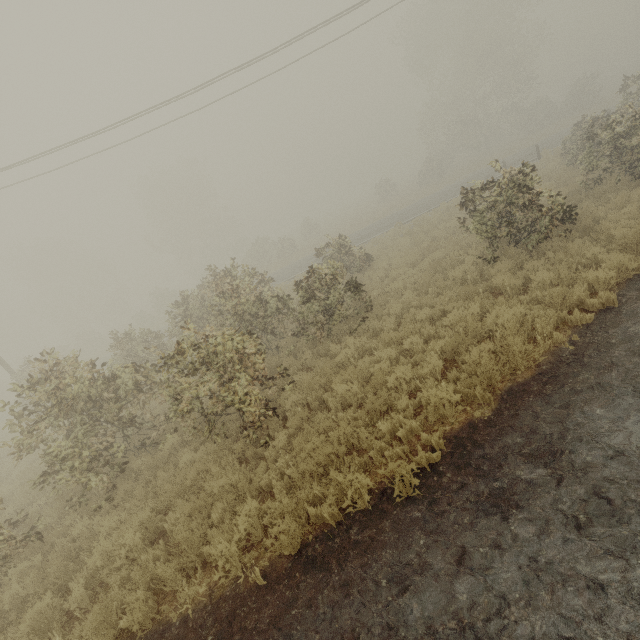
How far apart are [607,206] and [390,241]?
10.7m

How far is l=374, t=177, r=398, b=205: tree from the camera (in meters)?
41.16

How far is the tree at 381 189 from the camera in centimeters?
4116cm
